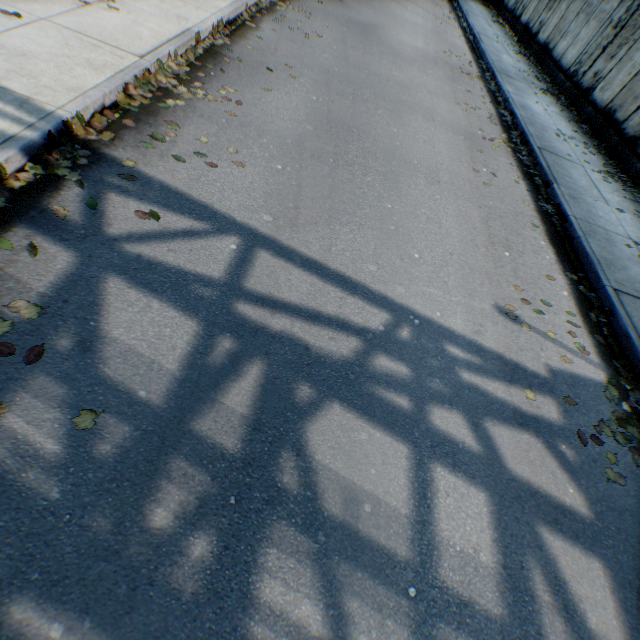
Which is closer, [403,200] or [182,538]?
[182,538]

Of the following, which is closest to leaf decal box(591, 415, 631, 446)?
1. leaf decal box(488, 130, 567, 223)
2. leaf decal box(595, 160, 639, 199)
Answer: leaf decal box(488, 130, 567, 223)

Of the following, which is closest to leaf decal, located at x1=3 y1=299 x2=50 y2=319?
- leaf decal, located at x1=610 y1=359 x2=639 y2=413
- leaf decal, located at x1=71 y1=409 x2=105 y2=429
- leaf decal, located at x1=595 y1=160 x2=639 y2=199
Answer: leaf decal, located at x1=71 y1=409 x2=105 y2=429

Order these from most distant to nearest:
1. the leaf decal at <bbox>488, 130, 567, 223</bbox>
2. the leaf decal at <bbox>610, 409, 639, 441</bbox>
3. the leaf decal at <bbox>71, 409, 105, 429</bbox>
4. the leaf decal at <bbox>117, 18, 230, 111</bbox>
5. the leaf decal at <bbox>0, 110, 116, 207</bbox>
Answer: the leaf decal at <bbox>488, 130, 567, 223</bbox>, the leaf decal at <bbox>117, 18, 230, 111</bbox>, the leaf decal at <bbox>610, 409, 639, 441</bbox>, the leaf decal at <bbox>0, 110, 116, 207</bbox>, the leaf decal at <bbox>71, 409, 105, 429</bbox>

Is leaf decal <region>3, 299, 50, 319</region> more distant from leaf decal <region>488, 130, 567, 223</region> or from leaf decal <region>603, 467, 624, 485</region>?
leaf decal <region>488, 130, 567, 223</region>

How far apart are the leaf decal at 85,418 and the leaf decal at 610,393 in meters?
4.6

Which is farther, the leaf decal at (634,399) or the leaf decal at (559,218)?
the leaf decal at (559,218)

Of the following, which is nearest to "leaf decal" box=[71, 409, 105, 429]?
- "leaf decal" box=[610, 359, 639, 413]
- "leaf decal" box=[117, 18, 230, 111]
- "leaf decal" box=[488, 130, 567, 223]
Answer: "leaf decal" box=[117, 18, 230, 111]
